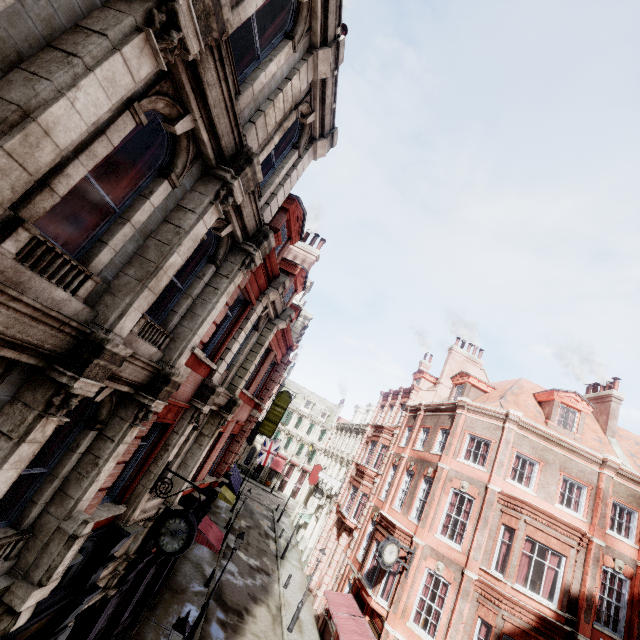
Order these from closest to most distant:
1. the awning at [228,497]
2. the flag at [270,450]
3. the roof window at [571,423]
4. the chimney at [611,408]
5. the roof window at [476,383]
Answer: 1. the roof window at [571,423]
2. the chimney at [611,408]
3. the roof window at [476,383]
4. the awning at [228,497]
5. the flag at [270,450]

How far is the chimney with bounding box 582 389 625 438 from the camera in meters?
20.4

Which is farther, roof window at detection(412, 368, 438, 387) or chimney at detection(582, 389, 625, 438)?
roof window at detection(412, 368, 438, 387)

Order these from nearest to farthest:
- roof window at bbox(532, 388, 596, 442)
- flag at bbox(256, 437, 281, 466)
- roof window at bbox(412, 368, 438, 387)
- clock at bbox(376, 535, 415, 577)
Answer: clock at bbox(376, 535, 415, 577) → roof window at bbox(532, 388, 596, 442) → roof window at bbox(412, 368, 438, 387) → flag at bbox(256, 437, 281, 466)

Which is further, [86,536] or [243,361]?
[243,361]

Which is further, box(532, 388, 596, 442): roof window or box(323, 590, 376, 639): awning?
box(532, 388, 596, 442): roof window

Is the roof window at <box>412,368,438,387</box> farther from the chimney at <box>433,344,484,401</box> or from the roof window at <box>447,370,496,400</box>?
the roof window at <box>447,370,496,400</box>

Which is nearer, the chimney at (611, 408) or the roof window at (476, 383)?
the chimney at (611, 408)
